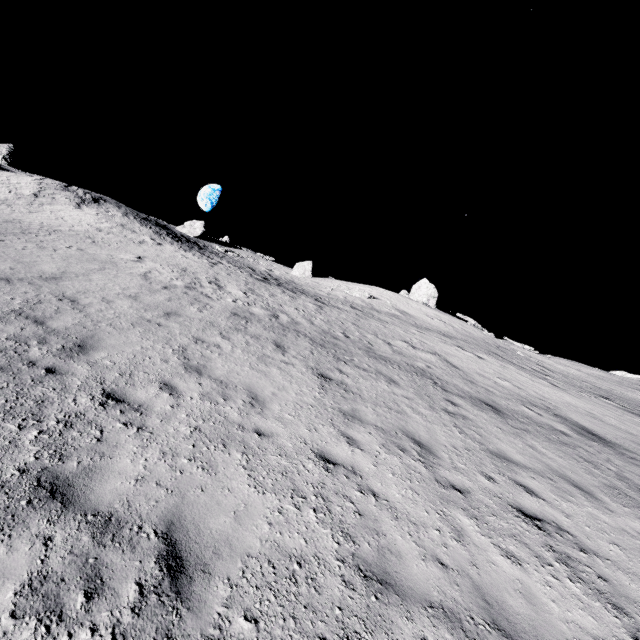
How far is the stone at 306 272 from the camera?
42.5 meters

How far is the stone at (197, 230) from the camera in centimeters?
4041cm

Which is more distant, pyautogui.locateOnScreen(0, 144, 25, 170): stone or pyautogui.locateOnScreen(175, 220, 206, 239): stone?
pyautogui.locateOnScreen(175, 220, 206, 239): stone

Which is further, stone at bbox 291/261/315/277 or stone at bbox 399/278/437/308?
stone at bbox 291/261/315/277

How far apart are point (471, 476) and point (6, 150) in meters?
46.5

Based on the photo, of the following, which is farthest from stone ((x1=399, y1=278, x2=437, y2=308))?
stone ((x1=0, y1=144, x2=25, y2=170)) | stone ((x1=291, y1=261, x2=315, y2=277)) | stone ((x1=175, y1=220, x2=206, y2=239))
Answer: stone ((x1=0, y1=144, x2=25, y2=170))

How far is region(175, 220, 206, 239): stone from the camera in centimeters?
4041cm

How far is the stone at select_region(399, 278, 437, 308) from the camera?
37.9 meters
